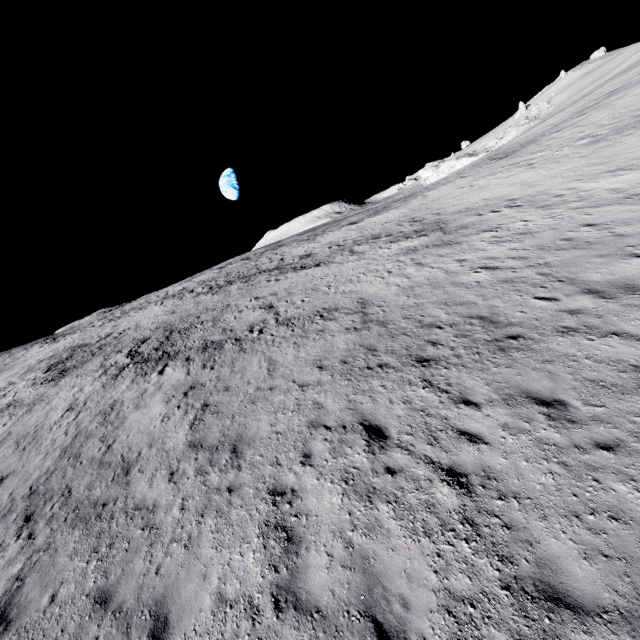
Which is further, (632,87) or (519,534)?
(632,87)
